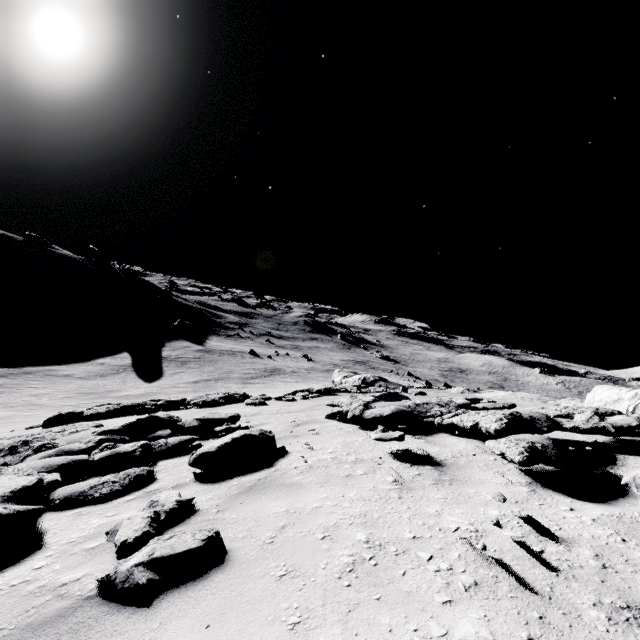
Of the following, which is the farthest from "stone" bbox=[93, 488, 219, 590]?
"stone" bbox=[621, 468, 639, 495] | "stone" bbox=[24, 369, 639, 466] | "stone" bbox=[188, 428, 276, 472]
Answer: "stone" bbox=[24, 369, 639, 466]

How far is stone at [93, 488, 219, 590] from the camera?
2.0 meters

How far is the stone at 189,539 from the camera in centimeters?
199cm

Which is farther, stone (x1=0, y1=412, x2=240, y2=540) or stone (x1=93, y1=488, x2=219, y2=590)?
stone (x1=0, y1=412, x2=240, y2=540)

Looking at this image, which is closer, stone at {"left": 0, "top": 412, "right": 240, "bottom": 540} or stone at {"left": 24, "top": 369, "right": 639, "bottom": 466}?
stone at {"left": 0, "top": 412, "right": 240, "bottom": 540}

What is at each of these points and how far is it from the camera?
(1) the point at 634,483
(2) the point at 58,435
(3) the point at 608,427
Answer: (1) stone, 2.4m
(2) stone, 6.6m
(3) stone, 4.9m

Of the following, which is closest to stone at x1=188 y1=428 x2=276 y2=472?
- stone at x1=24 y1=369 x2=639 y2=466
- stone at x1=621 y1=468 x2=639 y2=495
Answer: stone at x1=24 y1=369 x2=639 y2=466

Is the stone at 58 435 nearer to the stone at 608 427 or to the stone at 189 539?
the stone at 189 539
